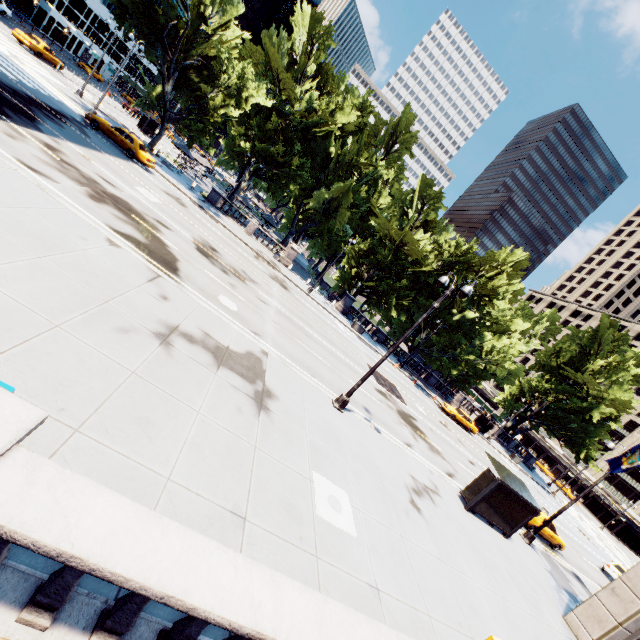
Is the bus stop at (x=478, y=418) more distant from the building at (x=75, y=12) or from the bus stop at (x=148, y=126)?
the building at (x=75, y=12)

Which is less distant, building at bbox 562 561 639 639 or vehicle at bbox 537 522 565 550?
building at bbox 562 561 639 639

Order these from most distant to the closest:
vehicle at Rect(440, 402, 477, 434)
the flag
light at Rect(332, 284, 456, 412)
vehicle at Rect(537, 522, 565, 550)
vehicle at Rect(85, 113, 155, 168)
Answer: vehicle at Rect(440, 402, 477, 434) < vehicle at Rect(85, 113, 155, 168) < vehicle at Rect(537, 522, 565, 550) < the flag < light at Rect(332, 284, 456, 412)

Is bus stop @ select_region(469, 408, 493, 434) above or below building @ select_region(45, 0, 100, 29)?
below

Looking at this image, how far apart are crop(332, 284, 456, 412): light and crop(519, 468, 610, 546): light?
13.8m

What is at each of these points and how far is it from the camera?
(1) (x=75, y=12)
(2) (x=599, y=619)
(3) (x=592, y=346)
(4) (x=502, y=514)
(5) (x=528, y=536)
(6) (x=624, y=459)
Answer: (1) building, 57.8m
(2) building, 12.4m
(3) tree, 45.4m
(4) bus stop, 15.5m
(5) light, 18.0m
(6) flag, 15.2m

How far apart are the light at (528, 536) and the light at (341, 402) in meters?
13.8

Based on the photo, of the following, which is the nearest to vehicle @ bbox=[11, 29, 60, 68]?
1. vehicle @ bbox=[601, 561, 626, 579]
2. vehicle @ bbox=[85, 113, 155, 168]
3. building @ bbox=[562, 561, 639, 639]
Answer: vehicle @ bbox=[85, 113, 155, 168]
